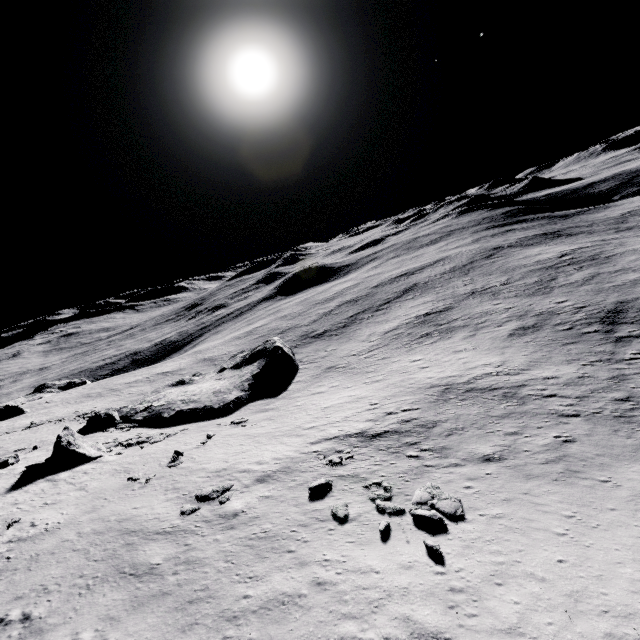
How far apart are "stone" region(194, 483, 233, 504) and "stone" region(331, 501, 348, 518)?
5.9m

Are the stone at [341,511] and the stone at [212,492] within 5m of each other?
no

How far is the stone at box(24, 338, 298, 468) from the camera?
26.00m

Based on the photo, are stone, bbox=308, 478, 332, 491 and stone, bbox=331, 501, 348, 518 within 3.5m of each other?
yes

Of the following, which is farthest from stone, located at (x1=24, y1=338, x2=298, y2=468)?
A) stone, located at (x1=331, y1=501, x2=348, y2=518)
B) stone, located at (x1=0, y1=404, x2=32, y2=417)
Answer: stone, located at (x1=0, y1=404, x2=32, y2=417)

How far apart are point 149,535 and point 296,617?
9.15m

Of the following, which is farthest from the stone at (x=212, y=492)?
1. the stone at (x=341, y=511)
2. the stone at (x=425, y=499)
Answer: the stone at (x=425, y=499)

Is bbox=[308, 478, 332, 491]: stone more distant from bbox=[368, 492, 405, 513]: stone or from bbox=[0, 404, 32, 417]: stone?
bbox=[0, 404, 32, 417]: stone
